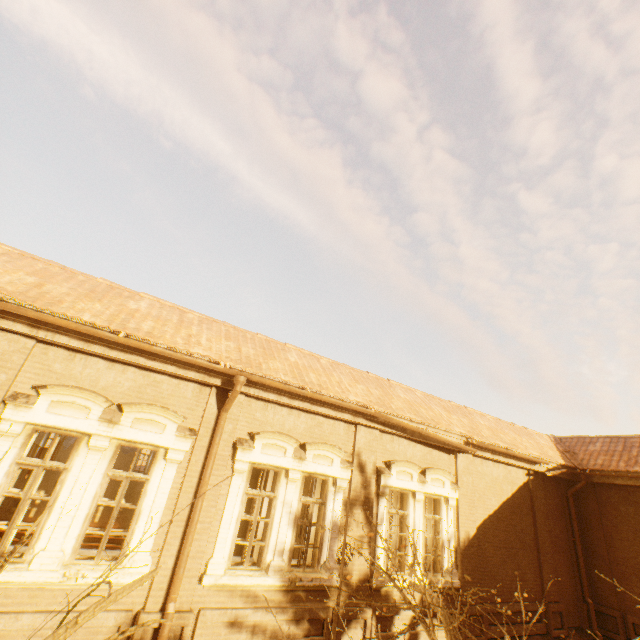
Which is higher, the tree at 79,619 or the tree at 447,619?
the tree at 79,619

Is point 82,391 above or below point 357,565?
above

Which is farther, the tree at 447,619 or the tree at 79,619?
the tree at 447,619

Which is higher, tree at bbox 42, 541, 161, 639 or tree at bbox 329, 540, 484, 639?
tree at bbox 42, 541, 161, 639

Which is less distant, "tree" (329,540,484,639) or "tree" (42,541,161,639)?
"tree" (42,541,161,639)
